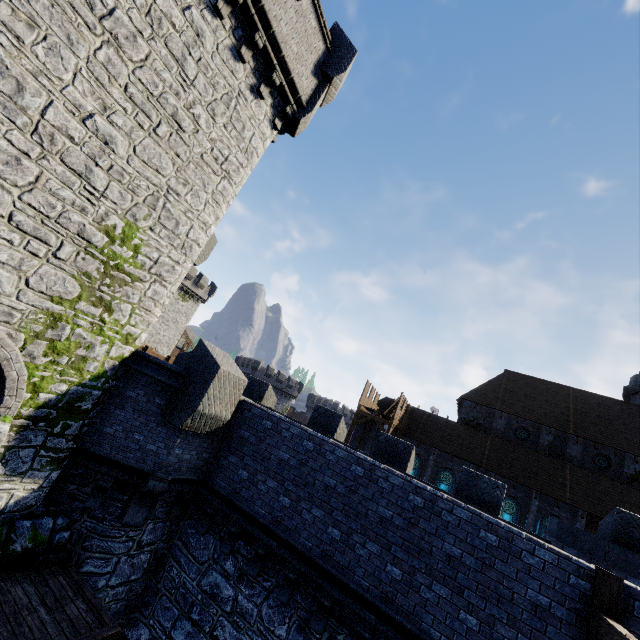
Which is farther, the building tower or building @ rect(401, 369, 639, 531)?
building @ rect(401, 369, 639, 531)

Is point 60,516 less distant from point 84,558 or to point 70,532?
point 70,532

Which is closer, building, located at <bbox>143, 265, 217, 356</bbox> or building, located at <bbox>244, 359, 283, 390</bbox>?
building, located at <bbox>143, 265, 217, 356</bbox>

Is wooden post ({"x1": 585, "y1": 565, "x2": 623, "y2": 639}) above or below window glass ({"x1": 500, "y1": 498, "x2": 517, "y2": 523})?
below

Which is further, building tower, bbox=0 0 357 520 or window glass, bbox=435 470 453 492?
window glass, bbox=435 470 453 492

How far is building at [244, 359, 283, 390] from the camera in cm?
5753

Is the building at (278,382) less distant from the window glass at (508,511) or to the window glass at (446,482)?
the window glass at (446,482)

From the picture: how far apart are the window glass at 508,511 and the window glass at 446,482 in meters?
3.5 m
